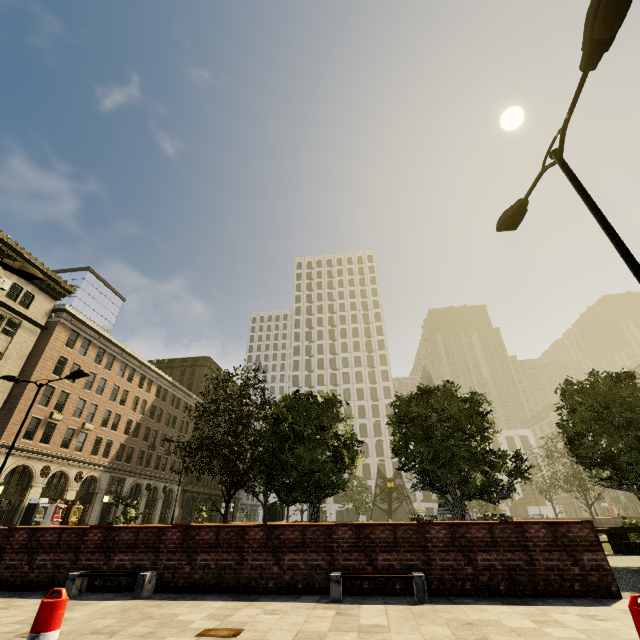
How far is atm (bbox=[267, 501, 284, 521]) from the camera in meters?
34.1 m

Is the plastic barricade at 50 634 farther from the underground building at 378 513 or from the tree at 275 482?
the underground building at 378 513

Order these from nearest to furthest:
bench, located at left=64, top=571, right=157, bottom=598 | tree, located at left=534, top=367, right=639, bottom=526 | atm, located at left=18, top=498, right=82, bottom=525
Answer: bench, located at left=64, top=571, right=157, bottom=598 < tree, located at left=534, top=367, right=639, bottom=526 < atm, located at left=18, top=498, right=82, bottom=525

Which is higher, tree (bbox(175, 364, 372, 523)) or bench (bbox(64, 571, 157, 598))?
tree (bbox(175, 364, 372, 523))

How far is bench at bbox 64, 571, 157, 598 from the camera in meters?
6.5 m

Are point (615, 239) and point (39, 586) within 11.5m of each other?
no

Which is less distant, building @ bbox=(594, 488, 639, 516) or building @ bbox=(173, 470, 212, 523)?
building @ bbox=(594, 488, 639, 516)

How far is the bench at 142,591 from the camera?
6.5 meters
